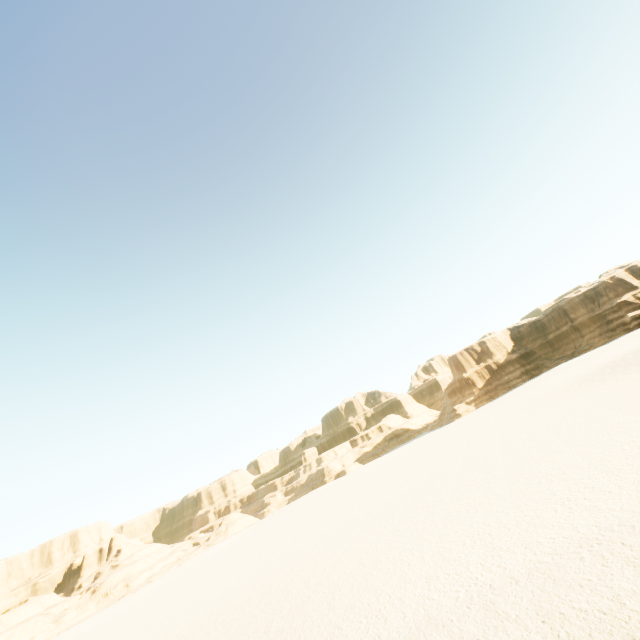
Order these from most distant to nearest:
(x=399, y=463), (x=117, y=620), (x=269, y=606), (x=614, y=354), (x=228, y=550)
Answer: (x=228, y=550) → (x=399, y=463) → (x=614, y=354) → (x=117, y=620) → (x=269, y=606)
